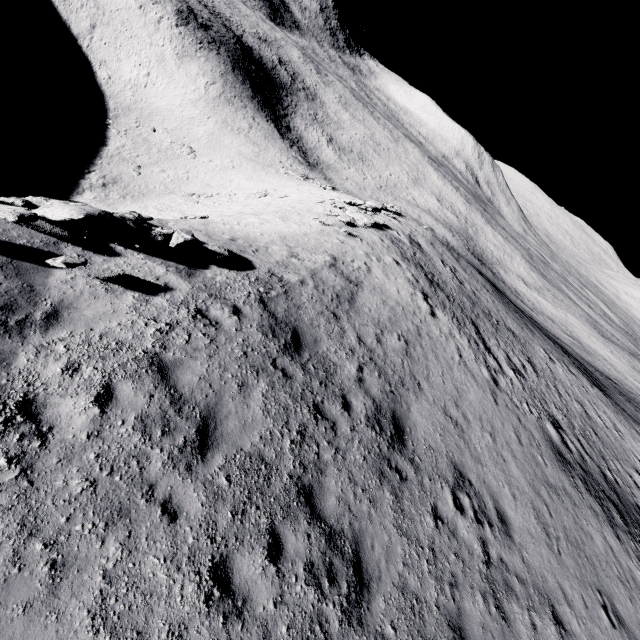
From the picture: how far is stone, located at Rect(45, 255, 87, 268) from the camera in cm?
706

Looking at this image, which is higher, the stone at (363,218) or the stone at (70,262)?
the stone at (70,262)

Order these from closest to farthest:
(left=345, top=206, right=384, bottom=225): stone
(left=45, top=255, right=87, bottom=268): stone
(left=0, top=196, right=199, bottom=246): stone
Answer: (left=45, top=255, right=87, bottom=268): stone, (left=0, top=196, right=199, bottom=246): stone, (left=345, top=206, right=384, bottom=225): stone

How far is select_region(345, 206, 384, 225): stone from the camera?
23.9 meters

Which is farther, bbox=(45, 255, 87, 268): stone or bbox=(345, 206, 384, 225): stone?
bbox=(345, 206, 384, 225): stone

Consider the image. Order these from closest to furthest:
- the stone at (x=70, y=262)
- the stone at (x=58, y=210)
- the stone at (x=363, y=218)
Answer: the stone at (x=70, y=262) → the stone at (x=58, y=210) → the stone at (x=363, y=218)

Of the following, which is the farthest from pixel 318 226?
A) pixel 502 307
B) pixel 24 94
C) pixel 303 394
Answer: pixel 24 94

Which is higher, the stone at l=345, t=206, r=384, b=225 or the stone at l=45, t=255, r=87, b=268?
the stone at l=45, t=255, r=87, b=268
